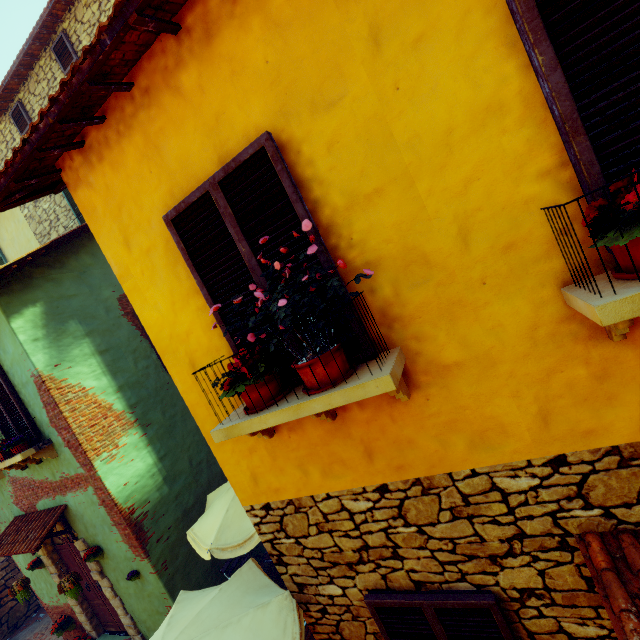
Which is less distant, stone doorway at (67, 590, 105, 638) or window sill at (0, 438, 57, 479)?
window sill at (0, 438, 57, 479)

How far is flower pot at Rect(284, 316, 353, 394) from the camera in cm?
203

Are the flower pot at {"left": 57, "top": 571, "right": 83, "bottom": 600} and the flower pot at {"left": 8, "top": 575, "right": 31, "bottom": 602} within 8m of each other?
yes

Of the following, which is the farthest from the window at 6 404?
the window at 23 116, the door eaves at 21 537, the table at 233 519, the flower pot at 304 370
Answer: the window at 23 116

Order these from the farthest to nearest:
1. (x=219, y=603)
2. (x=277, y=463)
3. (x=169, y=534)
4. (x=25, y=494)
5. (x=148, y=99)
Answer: (x=25, y=494)
(x=169, y=534)
(x=219, y=603)
(x=277, y=463)
(x=148, y=99)

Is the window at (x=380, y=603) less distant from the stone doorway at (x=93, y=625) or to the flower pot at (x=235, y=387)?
the flower pot at (x=235, y=387)

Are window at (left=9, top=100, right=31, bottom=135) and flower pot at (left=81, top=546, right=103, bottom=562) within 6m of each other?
no

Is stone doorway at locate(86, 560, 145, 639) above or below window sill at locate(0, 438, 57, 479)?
below
